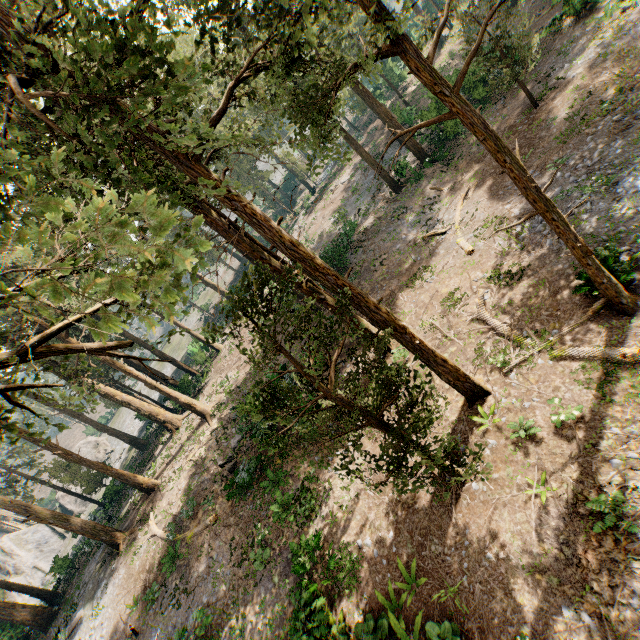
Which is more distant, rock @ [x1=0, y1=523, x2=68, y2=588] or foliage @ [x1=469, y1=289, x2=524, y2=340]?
rock @ [x1=0, y1=523, x2=68, y2=588]

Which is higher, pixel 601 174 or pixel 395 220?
pixel 395 220

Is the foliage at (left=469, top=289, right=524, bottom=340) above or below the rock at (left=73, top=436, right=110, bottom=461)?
below

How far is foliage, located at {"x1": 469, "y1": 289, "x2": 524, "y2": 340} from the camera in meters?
12.4 m

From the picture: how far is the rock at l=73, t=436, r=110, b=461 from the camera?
51.6m

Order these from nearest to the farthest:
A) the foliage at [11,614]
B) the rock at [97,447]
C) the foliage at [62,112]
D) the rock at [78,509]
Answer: the foliage at [62,112] → the foliage at [11,614] → the rock at [78,509] → the rock at [97,447]

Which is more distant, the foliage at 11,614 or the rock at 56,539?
the rock at 56,539
